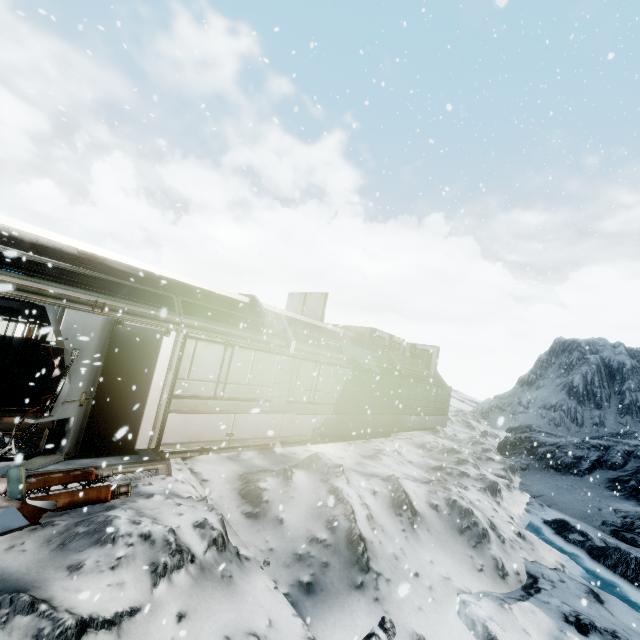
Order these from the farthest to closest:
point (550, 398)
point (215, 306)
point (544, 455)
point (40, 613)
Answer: point (550, 398), point (544, 455), point (215, 306), point (40, 613)

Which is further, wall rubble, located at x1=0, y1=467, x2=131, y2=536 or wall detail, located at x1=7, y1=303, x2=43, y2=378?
wall detail, located at x1=7, y1=303, x2=43, y2=378

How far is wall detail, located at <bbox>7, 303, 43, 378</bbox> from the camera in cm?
1133

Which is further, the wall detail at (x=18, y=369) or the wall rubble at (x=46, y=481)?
the wall detail at (x=18, y=369)

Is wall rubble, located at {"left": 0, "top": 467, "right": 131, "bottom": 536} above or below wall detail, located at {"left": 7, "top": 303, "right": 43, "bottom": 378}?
below

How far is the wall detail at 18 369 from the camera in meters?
11.3 m
